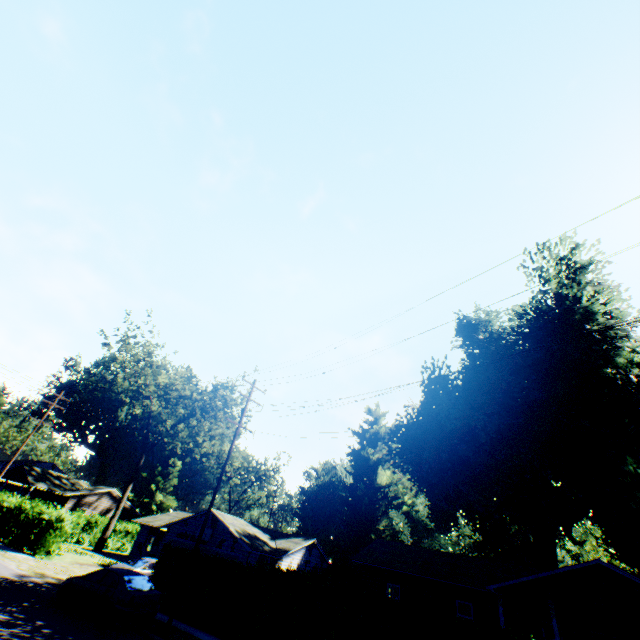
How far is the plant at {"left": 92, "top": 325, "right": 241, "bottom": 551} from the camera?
41.0 meters

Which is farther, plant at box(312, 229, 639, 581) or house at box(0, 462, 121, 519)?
house at box(0, 462, 121, 519)

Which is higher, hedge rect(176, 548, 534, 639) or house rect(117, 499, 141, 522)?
house rect(117, 499, 141, 522)

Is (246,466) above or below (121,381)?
below

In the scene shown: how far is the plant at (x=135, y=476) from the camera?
41.0m

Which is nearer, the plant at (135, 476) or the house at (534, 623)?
the house at (534, 623)

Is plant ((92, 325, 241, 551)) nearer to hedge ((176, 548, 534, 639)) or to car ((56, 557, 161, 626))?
car ((56, 557, 161, 626))

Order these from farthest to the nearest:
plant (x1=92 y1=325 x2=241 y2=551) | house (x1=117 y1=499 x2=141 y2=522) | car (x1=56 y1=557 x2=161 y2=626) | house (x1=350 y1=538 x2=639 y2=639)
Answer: house (x1=117 y1=499 x2=141 y2=522)
plant (x1=92 y1=325 x2=241 y2=551)
house (x1=350 y1=538 x2=639 y2=639)
car (x1=56 y1=557 x2=161 y2=626)
